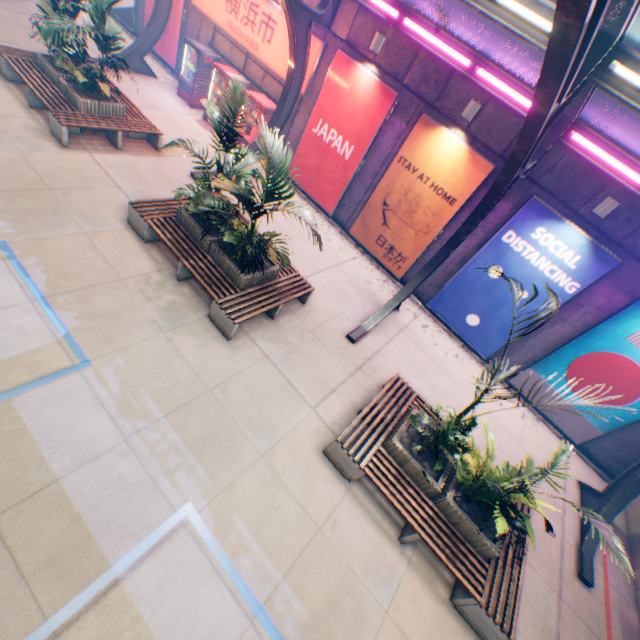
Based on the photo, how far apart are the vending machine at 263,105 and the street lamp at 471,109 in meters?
6.6 m

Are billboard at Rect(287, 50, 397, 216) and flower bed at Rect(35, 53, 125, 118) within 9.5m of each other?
yes

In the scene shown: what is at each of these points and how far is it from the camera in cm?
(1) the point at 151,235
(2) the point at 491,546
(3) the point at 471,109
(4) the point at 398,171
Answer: (1) bench, 743
(2) flower bed, 542
(3) street lamp, 831
(4) billboard, 1022

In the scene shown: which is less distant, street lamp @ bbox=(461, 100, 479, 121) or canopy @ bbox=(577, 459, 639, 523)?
canopy @ bbox=(577, 459, 639, 523)

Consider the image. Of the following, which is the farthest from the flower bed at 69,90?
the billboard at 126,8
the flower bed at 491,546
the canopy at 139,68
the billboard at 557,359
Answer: the billboard at 557,359

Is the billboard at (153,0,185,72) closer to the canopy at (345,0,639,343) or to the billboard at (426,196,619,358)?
the canopy at (345,0,639,343)

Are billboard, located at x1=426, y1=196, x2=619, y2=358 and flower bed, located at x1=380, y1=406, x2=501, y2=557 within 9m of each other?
yes

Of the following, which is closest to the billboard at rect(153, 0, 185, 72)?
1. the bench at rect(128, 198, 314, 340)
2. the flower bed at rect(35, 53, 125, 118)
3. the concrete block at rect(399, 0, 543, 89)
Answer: the concrete block at rect(399, 0, 543, 89)
